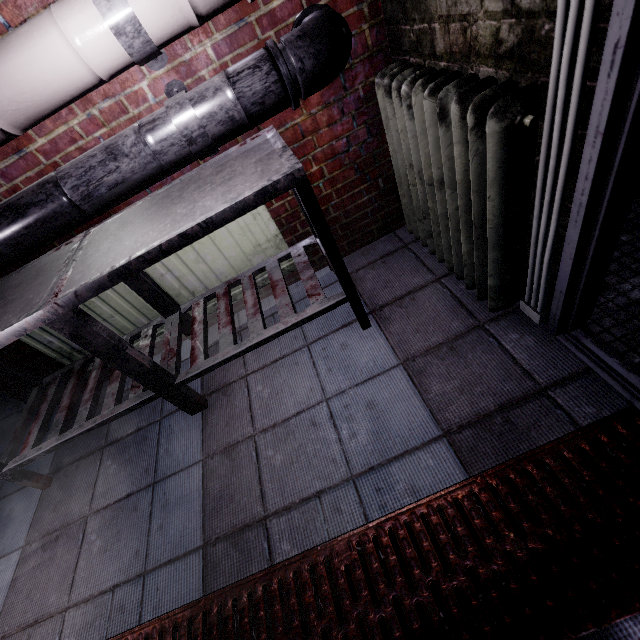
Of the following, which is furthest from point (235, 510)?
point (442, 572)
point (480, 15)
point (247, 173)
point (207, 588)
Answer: point (480, 15)

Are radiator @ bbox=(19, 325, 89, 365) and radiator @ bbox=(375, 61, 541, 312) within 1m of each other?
no

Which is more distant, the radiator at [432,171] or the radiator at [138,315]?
the radiator at [138,315]

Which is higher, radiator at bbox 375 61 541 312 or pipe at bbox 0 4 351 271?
pipe at bbox 0 4 351 271

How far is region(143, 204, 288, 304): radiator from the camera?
1.7m

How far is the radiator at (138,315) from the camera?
1.77m

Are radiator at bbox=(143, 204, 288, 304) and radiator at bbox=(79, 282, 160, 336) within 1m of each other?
yes

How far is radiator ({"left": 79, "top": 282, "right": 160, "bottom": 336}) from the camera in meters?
1.8
